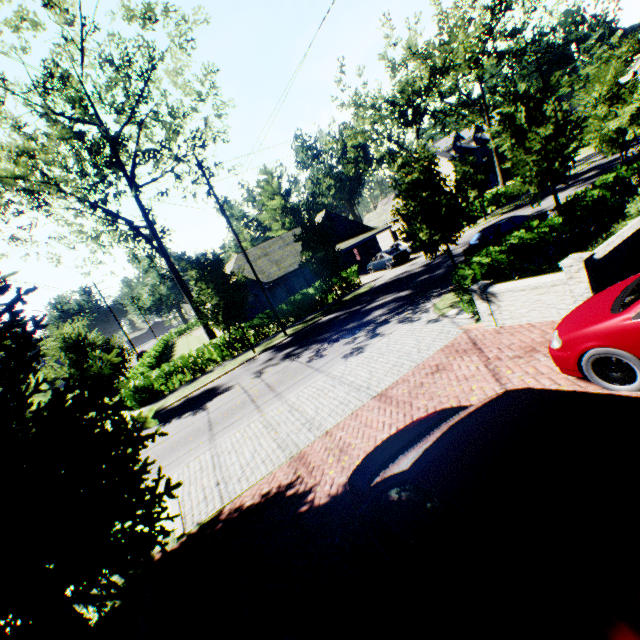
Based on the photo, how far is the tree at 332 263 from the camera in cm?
2098

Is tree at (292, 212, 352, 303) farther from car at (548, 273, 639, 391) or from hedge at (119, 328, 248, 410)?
car at (548, 273, 639, 391)

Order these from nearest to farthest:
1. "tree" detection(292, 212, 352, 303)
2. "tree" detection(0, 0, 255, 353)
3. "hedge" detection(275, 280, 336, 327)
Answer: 1. "tree" detection(0, 0, 255, 353)
2. "tree" detection(292, 212, 352, 303)
3. "hedge" detection(275, 280, 336, 327)

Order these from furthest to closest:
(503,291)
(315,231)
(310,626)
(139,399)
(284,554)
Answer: (315,231) < (139,399) < (503,291) < (284,554) < (310,626)

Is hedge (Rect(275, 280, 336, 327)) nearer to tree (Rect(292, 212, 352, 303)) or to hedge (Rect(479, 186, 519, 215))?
tree (Rect(292, 212, 352, 303))

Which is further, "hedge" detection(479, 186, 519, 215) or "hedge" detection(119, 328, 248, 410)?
"hedge" detection(479, 186, 519, 215)

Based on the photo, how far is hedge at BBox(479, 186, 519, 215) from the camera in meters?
32.8 m

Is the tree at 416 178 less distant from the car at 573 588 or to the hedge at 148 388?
the hedge at 148 388
